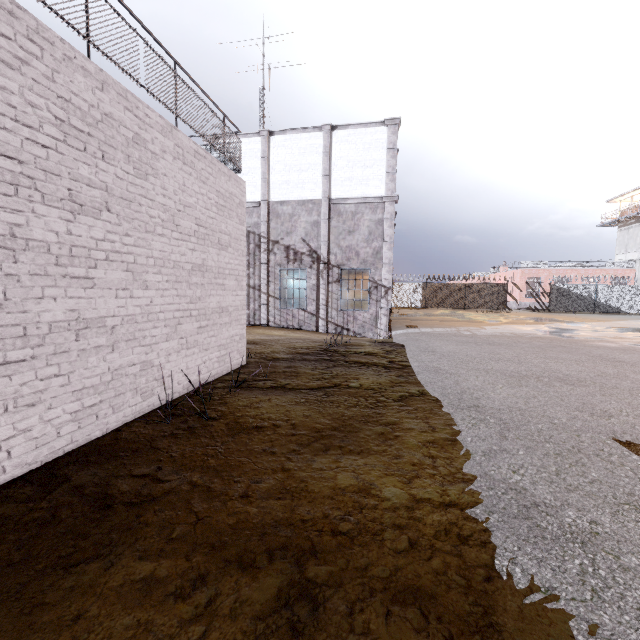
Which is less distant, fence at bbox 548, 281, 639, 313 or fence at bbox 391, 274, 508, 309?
fence at bbox 548, 281, 639, 313

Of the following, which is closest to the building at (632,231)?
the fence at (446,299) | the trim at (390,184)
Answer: the fence at (446,299)

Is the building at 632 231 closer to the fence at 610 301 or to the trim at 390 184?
the fence at 610 301

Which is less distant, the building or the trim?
the trim

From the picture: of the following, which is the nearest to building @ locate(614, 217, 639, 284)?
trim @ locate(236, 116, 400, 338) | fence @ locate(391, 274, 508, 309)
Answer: fence @ locate(391, 274, 508, 309)

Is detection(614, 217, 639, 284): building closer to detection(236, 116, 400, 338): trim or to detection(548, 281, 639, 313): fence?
detection(548, 281, 639, 313): fence

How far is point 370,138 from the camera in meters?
14.3
